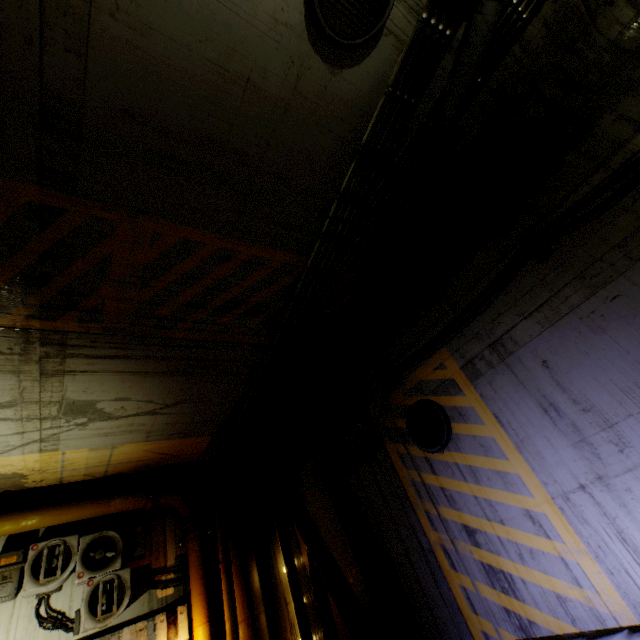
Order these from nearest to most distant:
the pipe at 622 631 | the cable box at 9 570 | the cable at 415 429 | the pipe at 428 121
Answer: the pipe at 622 631
the pipe at 428 121
the cable at 415 429
the cable box at 9 570

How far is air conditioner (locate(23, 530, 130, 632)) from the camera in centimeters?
634cm

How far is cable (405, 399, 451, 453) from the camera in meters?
4.9 m

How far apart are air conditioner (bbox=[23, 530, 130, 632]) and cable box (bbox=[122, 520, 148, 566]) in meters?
0.2

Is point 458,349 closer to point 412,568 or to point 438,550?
point 438,550

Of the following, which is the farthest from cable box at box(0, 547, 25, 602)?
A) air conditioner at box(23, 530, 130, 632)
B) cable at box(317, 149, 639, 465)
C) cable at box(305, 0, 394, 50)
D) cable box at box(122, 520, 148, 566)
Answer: cable at box(305, 0, 394, 50)

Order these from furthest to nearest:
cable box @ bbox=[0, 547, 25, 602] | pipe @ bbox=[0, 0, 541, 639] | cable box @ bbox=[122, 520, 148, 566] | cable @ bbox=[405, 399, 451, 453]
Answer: cable box @ bbox=[122, 520, 148, 566] < cable box @ bbox=[0, 547, 25, 602] < cable @ bbox=[405, 399, 451, 453] < pipe @ bbox=[0, 0, 541, 639]

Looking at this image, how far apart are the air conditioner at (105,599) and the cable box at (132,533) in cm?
18
